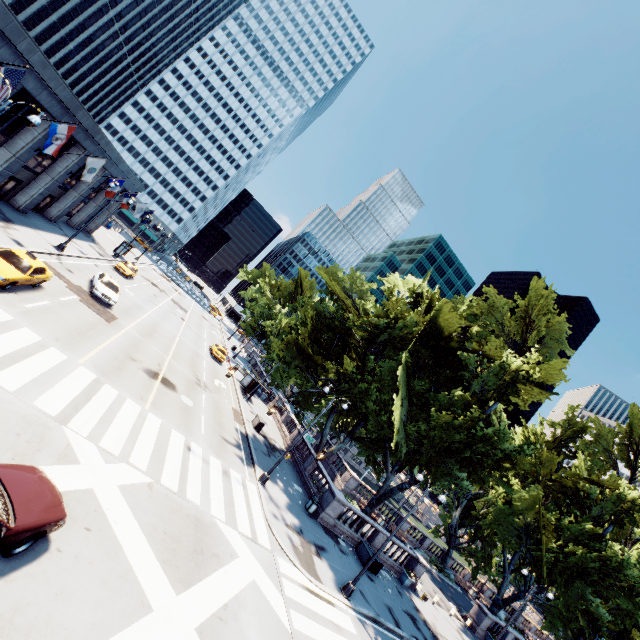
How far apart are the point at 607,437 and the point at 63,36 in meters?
87.8 m

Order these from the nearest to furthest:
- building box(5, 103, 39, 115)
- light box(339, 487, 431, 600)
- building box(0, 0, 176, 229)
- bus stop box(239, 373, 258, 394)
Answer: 1. light box(339, 487, 431, 600)
2. building box(0, 0, 176, 229)
3. building box(5, 103, 39, 115)
4. bus stop box(239, 373, 258, 394)

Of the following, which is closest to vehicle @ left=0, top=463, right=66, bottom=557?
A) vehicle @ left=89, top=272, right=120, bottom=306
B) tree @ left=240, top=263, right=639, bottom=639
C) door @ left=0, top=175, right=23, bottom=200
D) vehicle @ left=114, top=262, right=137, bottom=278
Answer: tree @ left=240, top=263, right=639, bottom=639

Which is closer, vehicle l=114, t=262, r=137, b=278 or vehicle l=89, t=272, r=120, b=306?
vehicle l=89, t=272, r=120, b=306

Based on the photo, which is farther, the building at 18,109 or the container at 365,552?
the container at 365,552

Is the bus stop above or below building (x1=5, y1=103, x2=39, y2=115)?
below

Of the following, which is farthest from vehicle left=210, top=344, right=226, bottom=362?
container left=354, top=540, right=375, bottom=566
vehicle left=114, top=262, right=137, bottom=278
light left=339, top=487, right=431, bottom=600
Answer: light left=339, top=487, right=431, bottom=600

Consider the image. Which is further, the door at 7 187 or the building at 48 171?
the door at 7 187
